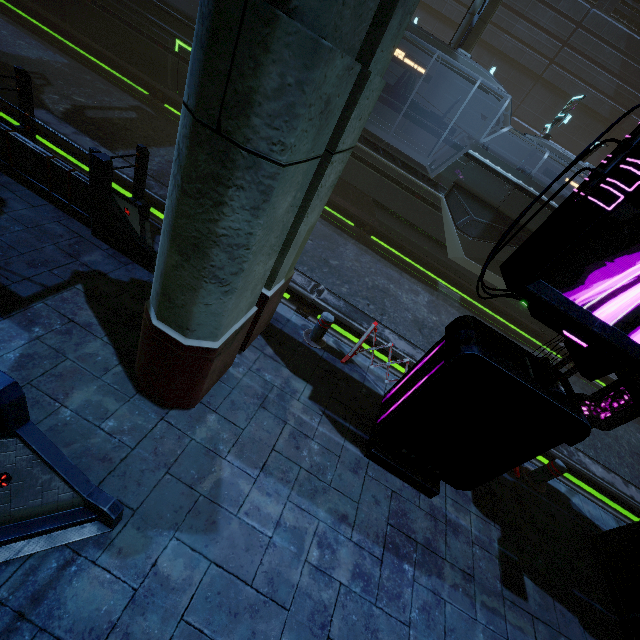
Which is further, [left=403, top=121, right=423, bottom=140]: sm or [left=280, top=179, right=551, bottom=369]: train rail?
[left=403, top=121, right=423, bottom=140]: sm

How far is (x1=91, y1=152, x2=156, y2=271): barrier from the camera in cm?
443

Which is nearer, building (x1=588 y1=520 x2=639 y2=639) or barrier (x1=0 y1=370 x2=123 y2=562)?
barrier (x1=0 y1=370 x2=123 y2=562)

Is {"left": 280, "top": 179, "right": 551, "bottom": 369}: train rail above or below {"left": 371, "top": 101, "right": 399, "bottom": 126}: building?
below

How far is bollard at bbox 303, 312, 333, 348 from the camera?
5.3m

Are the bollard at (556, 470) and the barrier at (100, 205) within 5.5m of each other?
no

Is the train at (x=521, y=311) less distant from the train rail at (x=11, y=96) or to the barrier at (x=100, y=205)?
the train rail at (x=11, y=96)

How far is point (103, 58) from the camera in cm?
1301
